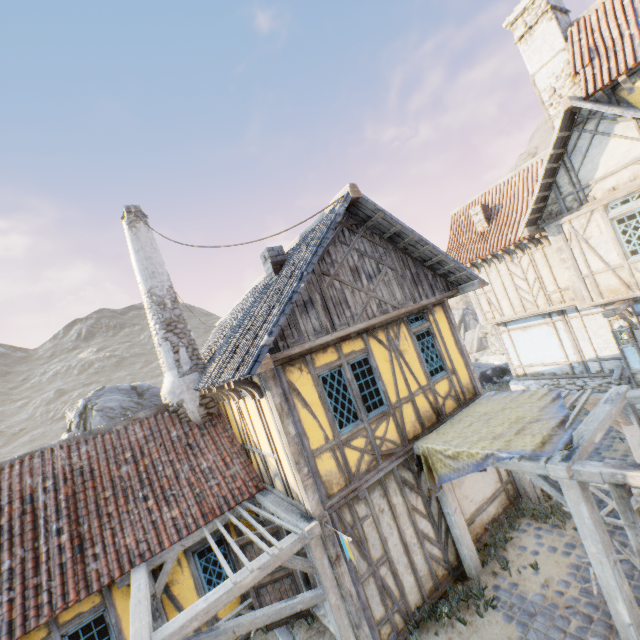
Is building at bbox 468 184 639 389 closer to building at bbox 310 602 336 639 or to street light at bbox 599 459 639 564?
building at bbox 310 602 336 639

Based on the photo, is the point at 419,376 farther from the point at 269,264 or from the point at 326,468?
the point at 269,264

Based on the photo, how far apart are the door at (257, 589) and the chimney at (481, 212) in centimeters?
1408cm

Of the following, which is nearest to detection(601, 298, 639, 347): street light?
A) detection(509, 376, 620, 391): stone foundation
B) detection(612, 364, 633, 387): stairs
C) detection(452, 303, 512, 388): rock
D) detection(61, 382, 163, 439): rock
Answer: detection(509, 376, 620, 391): stone foundation

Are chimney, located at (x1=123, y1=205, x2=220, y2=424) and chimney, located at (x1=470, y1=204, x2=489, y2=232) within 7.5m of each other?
no

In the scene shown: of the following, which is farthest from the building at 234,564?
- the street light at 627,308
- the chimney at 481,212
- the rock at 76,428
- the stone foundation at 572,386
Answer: the chimney at 481,212

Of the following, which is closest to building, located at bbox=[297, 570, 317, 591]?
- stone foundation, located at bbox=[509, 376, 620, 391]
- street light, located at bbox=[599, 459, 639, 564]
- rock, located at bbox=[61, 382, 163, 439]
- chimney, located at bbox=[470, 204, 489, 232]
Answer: street light, located at bbox=[599, 459, 639, 564]

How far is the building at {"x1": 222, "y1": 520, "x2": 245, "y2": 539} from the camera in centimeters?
783cm
